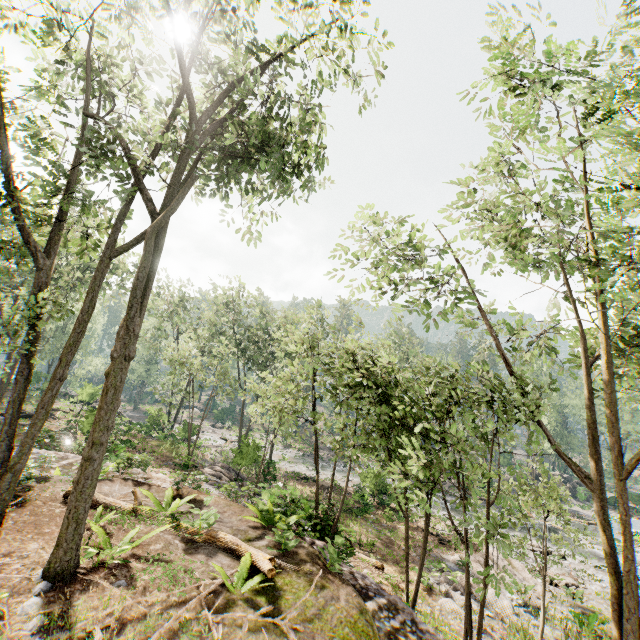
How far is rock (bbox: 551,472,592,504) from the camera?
42.2m

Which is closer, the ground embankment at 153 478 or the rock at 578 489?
the ground embankment at 153 478

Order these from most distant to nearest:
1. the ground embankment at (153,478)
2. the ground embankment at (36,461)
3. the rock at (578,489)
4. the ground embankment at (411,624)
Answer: the rock at (578,489), the ground embankment at (153,478), the ground embankment at (36,461), the ground embankment at (411,624)

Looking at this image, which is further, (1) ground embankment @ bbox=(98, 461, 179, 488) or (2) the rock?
(2) the rock

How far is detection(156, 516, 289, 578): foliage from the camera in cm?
669

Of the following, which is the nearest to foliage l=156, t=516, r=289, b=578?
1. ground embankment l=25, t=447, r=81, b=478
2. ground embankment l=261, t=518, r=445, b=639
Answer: ground embankment l=261, t=518, r=445, b=639

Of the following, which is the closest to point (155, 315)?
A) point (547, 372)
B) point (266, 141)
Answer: point (266, 141)

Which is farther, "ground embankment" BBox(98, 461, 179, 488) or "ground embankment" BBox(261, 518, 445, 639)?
"ground embankment" BBox(98, 461, 179, 488)
